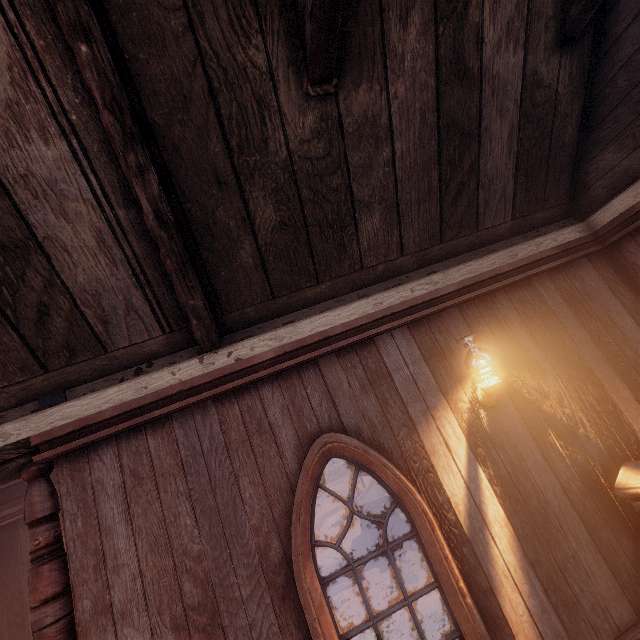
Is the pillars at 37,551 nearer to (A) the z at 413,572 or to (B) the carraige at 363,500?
(A) the z at 413,572

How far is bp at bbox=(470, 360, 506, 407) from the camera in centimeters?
285cm

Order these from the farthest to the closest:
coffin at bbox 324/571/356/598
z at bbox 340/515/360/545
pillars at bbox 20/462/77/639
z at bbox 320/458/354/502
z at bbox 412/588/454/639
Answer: z at bbox 320/458/354/502, z at bbox 340/515/360/545, coffin at bbox 324/571/356/598, z at bbox 412/588/454/639, pillars at bbox 20/462/77/639

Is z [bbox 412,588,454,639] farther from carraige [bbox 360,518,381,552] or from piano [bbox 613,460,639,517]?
piano [bbox 613,460,639,517]

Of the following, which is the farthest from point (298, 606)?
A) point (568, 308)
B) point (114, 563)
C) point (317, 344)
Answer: point (568, 308)

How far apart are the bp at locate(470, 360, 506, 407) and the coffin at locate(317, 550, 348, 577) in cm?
945

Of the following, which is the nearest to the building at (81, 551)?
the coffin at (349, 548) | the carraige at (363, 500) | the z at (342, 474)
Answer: the z at (342, 474)

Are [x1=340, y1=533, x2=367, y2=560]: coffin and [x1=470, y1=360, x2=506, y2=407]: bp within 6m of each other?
no
